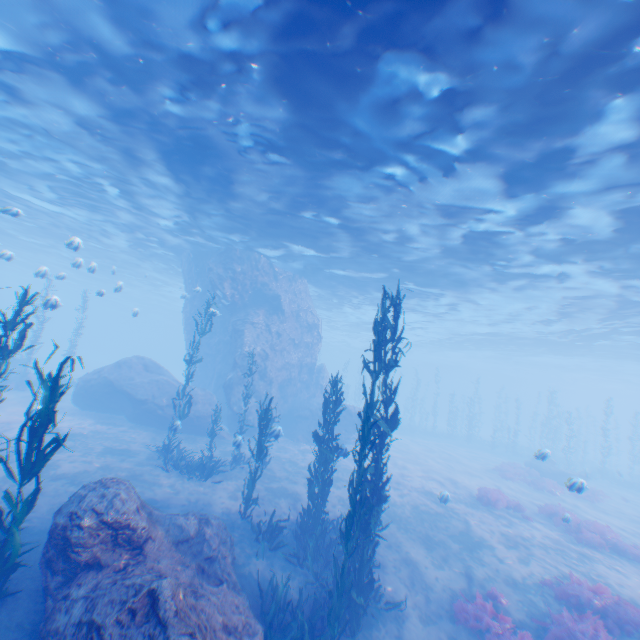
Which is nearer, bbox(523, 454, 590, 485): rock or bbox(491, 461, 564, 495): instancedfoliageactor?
bbox(523, 454, 590, 485): rock

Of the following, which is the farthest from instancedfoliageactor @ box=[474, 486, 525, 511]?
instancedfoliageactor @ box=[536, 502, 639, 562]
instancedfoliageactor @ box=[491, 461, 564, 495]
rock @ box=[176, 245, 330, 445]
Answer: instancedfoliageactor @ box=[491, 461, 564, 495]

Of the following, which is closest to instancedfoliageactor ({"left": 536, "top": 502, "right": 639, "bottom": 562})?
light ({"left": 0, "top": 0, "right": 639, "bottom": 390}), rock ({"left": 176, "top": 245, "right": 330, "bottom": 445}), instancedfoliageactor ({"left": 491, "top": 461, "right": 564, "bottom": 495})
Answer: rock ({"left": 176, "top": 245, "right": 330, "bottom": 445})

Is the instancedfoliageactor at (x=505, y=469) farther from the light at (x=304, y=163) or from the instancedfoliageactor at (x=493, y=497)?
the light at (x=304, y=163)

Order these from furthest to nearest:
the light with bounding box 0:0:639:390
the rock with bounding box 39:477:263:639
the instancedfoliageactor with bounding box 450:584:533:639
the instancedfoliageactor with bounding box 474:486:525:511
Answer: the instancedfoliageactor with bounding box 474:486:525:511 < the instancedfoliageactor with bounding box 450:584:533:639 < the light with bounding box 0:0:639:390 < the rock with bounding box 39:477:263:639

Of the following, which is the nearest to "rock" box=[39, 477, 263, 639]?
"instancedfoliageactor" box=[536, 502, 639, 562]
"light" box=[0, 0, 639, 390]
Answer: "light" box=[0, 0, 639, 390]

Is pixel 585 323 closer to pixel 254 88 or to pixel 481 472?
pixel 481 472

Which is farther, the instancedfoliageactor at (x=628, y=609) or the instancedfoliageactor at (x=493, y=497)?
the instancedfoliageactor at (x=493, y=497)
